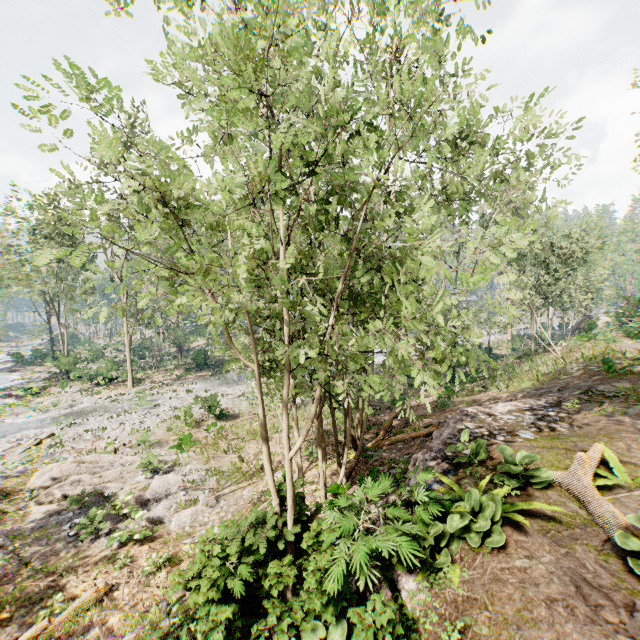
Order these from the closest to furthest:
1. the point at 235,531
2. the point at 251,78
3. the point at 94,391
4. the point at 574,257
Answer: the point at 251,78 → the point at 235,531 → the point at 94,391 → the point at 574,257

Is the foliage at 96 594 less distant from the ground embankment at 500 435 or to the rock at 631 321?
the ground embankment at 500 435

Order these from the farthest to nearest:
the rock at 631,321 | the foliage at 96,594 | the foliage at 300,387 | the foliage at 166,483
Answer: the rock at 631,321
the foliage at 166,483
the foliage at 96,594
the foliage at 300,387

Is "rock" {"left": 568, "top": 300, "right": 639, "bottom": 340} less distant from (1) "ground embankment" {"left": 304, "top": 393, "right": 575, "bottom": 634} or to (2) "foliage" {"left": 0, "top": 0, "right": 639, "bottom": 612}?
(2) "foliage" {"left": 0, "top": 0, "right": 639, "bottom": 612}

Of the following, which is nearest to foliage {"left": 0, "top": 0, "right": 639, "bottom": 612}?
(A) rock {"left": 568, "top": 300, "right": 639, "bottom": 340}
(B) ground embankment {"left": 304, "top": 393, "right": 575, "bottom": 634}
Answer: (B) ground embankment {"left": 304, "top": 393, "right": 575, "bottom": 634}

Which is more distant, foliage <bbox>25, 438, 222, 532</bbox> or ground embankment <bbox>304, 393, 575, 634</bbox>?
foliage <bbox>25, 438, 222, 532</bbox>

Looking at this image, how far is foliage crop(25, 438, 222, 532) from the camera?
11.8 meters
